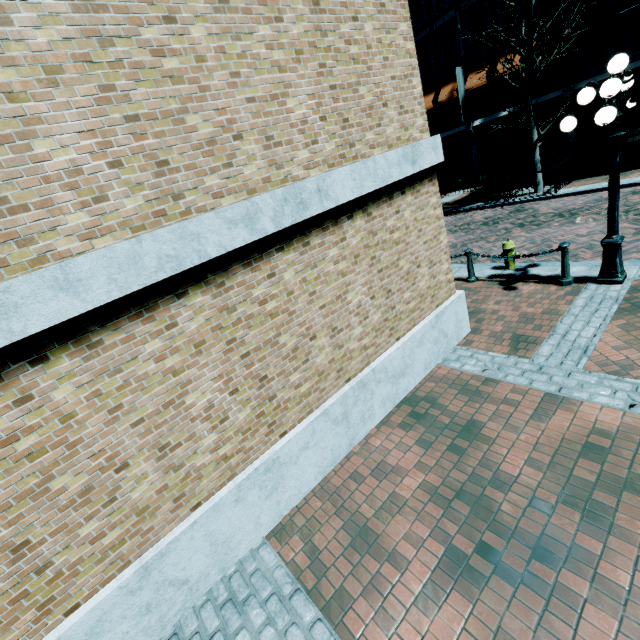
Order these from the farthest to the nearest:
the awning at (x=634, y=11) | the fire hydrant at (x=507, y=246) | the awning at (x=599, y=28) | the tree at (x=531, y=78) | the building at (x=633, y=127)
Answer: the building at (x=633, y=127) < the awning at (x=599, y=28) < the awning at (x=634, y=11) < the tree at (x=531, y=78) < the fire hydrant at (x=507, y=246)

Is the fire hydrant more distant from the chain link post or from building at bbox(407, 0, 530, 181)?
building at bbox(407, 0, 530, 181)

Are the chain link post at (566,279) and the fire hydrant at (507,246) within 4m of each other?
yes

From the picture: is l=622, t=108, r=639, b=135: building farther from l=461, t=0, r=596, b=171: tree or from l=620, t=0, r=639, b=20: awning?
l=461, t=0, r=596, b=171: tree

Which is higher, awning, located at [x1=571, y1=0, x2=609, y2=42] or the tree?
awning, located at [x1=571, y1=0, x2=609, y2=42]

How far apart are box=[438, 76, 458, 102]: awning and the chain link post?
17.3 meters

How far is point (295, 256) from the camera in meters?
3.7

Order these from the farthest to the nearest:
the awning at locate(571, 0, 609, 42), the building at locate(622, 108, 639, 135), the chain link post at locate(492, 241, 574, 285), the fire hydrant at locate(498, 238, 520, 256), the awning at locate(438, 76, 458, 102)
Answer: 1. the awning at locate(438, 76, 458, 102)
2. the building at locate(622, 108, 639, 135)
3. the awning at locate(571, 0, 609, 42)
4. the fire hydrant at locate(498, 238, 520, 256)
5. the chain link post at locate(492, 241, 574, 285)
